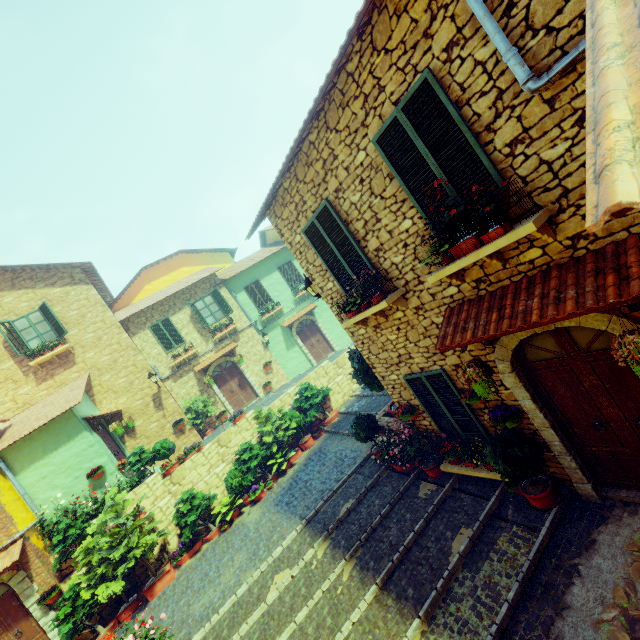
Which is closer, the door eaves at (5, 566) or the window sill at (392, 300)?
the window sill at (392, 300)

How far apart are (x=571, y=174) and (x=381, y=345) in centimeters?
433cm

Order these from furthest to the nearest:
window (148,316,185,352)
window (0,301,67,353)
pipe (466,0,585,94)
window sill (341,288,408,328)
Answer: window (148,316,185,352) < window (0,301,67,353) < window sill (341,288,408,328) < pipe (466,0,585,94)

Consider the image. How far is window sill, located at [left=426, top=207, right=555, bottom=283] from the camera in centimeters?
344cm

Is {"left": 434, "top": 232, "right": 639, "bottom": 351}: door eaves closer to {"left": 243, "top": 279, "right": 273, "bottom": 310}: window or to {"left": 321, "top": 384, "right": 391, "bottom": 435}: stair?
{"left": 321, "top": 384, "right": 391, "bottom": 435}: stair

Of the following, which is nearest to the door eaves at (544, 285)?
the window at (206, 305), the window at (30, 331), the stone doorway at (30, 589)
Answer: the window at (30, 331)

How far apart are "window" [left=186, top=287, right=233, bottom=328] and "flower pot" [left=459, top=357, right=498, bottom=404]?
14.7m

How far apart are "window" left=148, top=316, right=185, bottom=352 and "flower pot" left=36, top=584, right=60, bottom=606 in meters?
9.3
